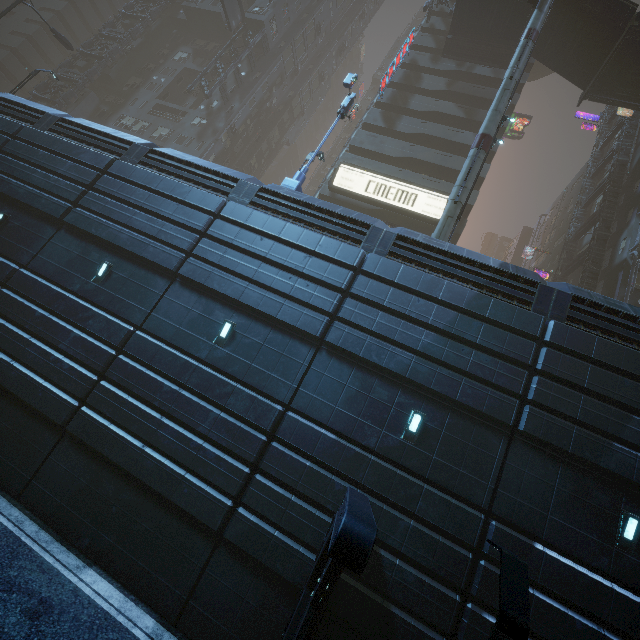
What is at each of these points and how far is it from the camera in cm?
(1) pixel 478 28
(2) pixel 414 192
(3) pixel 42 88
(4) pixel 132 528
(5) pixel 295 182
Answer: (1) bridge, 2761
(2) sign, 2528
(3) building structure, 3666
(4) building, 892
(5) street sign, 1426

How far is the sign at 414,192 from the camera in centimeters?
2488cm

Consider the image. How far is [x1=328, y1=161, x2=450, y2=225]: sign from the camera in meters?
24.9 m

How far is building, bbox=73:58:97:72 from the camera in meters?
38.9

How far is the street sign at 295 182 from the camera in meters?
14.3

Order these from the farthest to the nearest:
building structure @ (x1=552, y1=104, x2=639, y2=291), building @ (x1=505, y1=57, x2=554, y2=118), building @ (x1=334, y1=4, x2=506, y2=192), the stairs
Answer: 1. building @ (x1=505, y1=57, x2=554, y2=118)
2. building @ (x1=334, y1=4, x2=506, y2=192)
3. building structure @ (x1=552, y1=104, x2=639, y2=291)
4. the stairs

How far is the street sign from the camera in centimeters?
1428cm
